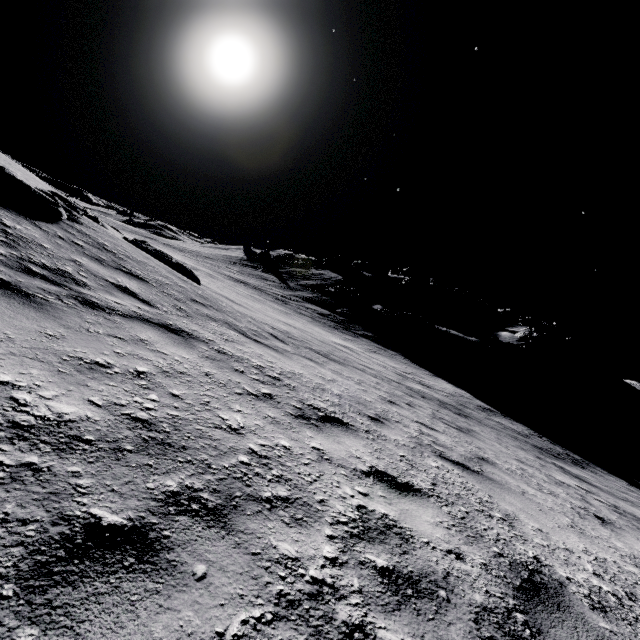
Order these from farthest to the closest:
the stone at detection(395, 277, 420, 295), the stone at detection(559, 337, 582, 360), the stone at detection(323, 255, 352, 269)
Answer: the stone at detection(323, 255, 352, 269), the stone at detection(559, 337, 582, 360), the stone at detection(395, 277, 420, 295)

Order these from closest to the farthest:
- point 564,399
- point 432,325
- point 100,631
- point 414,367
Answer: point 100,631 → point 414,367 → point 564,399 → point 432,325

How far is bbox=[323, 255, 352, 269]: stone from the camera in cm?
5841

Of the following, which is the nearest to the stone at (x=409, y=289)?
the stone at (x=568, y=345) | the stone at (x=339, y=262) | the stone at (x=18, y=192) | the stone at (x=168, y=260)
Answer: the stone at (x=339, y=262)

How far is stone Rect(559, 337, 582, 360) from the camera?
55.0 meters

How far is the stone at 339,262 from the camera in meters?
58.4

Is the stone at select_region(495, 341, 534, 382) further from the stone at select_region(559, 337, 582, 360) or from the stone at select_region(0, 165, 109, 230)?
the stone at select_region(0, 165, 109, 230)

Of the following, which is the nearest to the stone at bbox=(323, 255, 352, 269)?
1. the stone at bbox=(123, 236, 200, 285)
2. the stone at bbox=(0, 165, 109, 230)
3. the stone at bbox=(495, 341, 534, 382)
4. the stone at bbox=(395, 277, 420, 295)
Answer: the stone at bbox=(395, 277, 420, 295)
